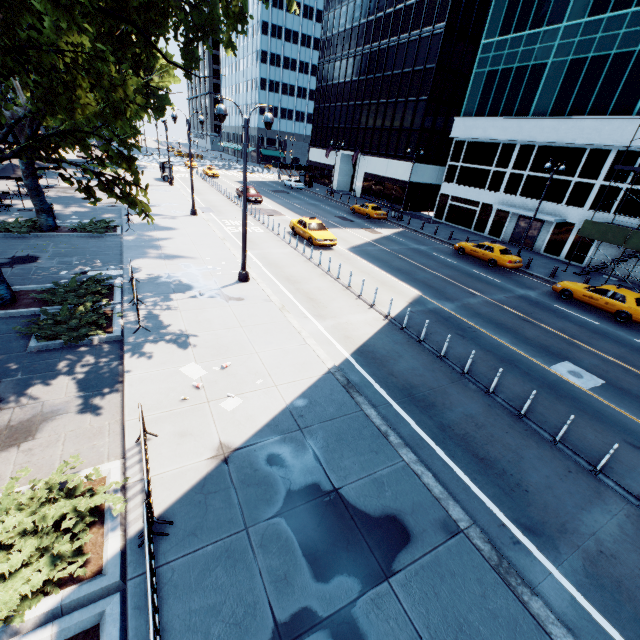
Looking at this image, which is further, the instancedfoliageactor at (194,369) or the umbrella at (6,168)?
the umbrella at (6,168)

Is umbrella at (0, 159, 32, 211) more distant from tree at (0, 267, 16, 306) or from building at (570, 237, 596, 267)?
building at (570, 237, 596, 267)

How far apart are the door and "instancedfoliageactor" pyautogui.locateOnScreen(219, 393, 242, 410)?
32.9m

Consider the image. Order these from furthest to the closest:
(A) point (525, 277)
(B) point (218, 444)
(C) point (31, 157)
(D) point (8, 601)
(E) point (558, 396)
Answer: (A) point (525, 277), (E) point (558, 396), (C) point (31, 157), (B) point (218, 444), (D) point (8, 601)

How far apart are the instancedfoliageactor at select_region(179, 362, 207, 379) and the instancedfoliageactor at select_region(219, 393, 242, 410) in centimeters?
109cm

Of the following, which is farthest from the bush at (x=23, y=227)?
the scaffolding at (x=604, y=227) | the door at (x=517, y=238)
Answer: the door at (x=517, y=238)

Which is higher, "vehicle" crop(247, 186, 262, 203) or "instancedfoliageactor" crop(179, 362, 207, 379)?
"vehicle" crop(247, 186, 262, 203)

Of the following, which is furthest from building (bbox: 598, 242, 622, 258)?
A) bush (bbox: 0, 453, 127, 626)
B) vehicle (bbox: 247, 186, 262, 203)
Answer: bush (bbox: 0, 453, 127, 626)
